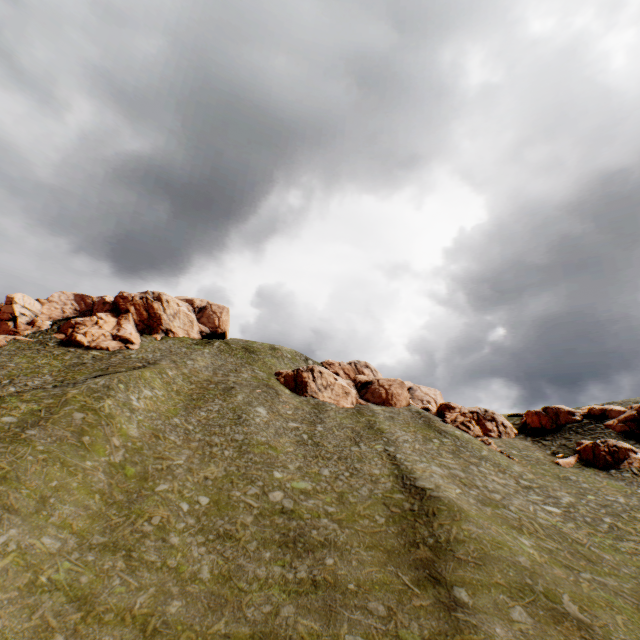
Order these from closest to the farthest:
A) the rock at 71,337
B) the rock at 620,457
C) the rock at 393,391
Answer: the rock at 620,457
the rock at 393,391
the rock at 71,337

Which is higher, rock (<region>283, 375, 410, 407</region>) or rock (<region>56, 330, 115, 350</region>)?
rock (<region>56, 330, 115, 350</region>)

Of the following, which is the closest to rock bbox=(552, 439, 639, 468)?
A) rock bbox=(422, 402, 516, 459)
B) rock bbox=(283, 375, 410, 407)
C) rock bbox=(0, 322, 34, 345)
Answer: rock bbox=(422, 402, 516, 459)

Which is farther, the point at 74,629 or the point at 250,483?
the point at 250,483

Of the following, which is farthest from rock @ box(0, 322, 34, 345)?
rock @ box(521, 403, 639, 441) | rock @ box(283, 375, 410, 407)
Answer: rock @ box(283, 375, 410, 407)

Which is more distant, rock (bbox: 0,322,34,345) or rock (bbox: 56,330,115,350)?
rock (bbox: 56,330,115,350)

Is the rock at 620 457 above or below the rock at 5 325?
below

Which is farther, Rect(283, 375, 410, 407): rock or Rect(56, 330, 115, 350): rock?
Rect(56, 330, 115, 350): rock
